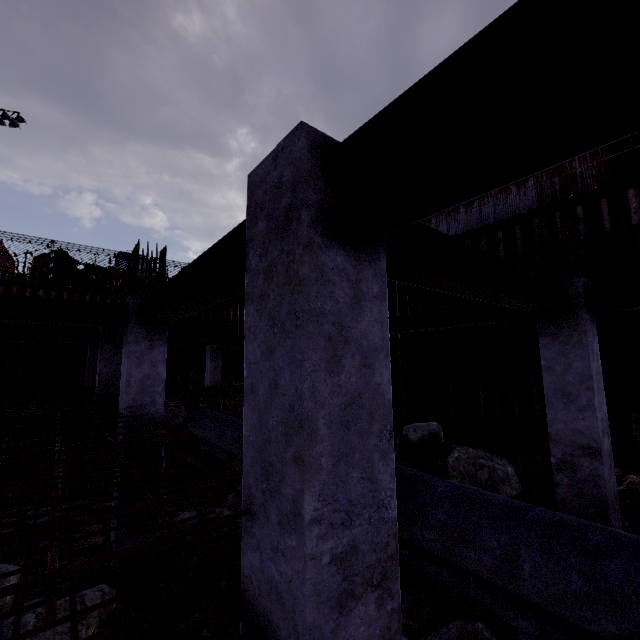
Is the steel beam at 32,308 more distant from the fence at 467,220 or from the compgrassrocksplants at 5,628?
the fence at 467,220

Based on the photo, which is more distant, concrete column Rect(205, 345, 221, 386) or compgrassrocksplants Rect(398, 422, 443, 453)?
concrete column Rect(205, 345, 221, 386)

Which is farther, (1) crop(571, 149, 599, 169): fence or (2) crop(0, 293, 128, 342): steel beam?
(1) crop(571, 149, 599, 169): fence

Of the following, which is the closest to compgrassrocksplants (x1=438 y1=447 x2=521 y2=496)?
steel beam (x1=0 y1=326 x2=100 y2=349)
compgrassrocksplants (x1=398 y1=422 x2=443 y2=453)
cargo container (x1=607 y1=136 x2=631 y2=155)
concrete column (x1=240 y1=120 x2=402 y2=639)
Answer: compgrassrocksplants (x1=398 y1=422 x2=443 y2=453)

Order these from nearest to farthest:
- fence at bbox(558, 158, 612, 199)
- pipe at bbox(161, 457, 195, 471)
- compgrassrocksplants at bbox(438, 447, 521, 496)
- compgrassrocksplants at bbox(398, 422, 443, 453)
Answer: compgrassrocksplants at bbox(438, 447, 521, 496), compgrassrocksplants at bbox(398, 422, 443, 453), fence at bbox(558, 158, 612, 199), pipe at bbox(161, 457, 195, 471)

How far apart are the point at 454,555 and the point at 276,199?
3.3 meters

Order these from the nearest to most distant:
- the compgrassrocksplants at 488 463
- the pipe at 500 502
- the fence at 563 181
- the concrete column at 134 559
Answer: the pipe at 500 502, the concrete column at 134 559, the compgrassrocksplants at 488 463, the fence at 563 181

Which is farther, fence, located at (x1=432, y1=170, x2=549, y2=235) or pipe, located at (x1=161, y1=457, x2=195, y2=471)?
fence, located at (x1=432, y1=170, x2=549, y2=235)
